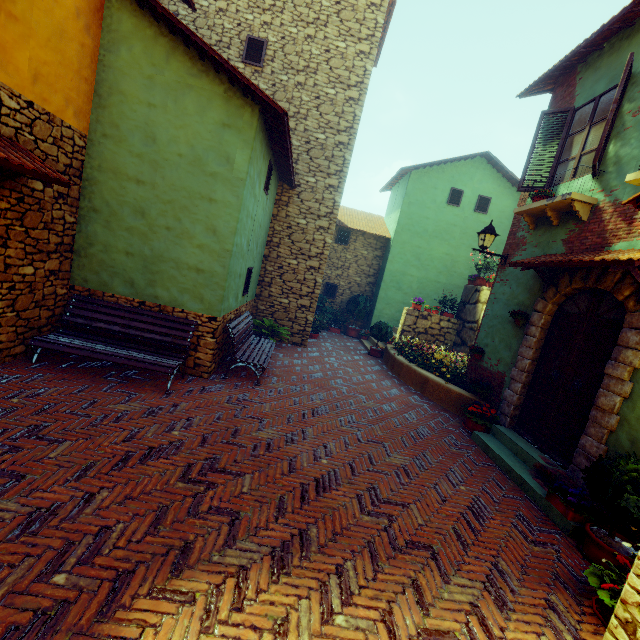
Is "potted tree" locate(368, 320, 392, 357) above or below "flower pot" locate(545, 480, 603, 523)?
above

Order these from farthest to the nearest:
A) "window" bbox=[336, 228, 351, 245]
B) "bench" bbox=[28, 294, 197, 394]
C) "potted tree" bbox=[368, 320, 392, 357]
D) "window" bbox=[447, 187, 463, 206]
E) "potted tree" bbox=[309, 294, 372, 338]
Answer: "window" bbox=[336, 228, 351, 245] → "window" bbox=[447, 187, 463, 206] → "potted tree" bbox=[309, 294, 372, 338] → "potted tree" bbox=[368, 320, 392, 357] → "bench" bbox=[28, 294, 197, 394]

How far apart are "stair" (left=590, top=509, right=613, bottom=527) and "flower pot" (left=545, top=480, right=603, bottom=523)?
0.0m

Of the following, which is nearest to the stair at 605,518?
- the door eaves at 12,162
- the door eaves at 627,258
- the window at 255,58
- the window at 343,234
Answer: the door eaves at 627,258

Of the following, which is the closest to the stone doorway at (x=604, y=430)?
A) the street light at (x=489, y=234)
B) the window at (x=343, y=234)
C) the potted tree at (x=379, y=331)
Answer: the street light at (x=489, y=234)

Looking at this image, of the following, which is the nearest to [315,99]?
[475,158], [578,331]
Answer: Result: [475,158]

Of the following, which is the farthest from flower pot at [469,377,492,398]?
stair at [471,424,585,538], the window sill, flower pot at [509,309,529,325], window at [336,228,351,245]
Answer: window at [336,228,351,245]

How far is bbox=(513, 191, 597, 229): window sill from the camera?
5.39m
